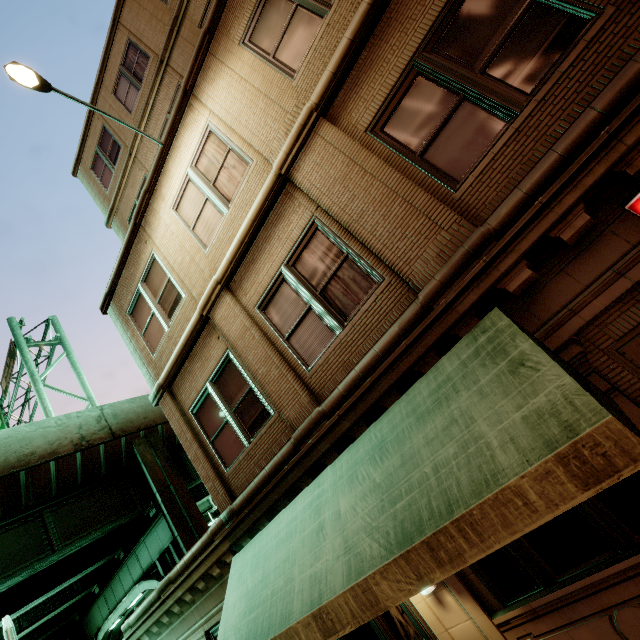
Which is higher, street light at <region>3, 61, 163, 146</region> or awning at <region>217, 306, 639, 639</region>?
street light at <region>3, 61, 163, 146</region>

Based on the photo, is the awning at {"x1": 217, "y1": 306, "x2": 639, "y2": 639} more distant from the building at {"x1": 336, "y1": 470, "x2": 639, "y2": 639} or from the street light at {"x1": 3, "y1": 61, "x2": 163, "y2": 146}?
the street light at {"x1": 3, "y1": 61, "x2": 163, "y2": 146}

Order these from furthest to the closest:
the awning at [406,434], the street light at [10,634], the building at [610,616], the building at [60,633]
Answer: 1. the building at [60,633]
2. the street light at [10,634]
3. the building at [610,616]
4. the awning at [406,434]

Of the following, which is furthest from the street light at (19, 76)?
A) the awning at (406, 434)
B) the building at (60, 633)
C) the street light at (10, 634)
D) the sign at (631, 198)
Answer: the building at (60, 633)

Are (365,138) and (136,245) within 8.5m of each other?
yes

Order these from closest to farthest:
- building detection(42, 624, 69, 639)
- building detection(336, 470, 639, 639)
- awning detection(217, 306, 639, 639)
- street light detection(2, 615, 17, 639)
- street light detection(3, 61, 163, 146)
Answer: awning detection(217, 306, 639, 639) < building detection(336, 470, 639, 639) < street light detection(3, 61, 163, 146) < street light detection(2, 615, 17, 639) < building detection(42, 624, 69, 639)

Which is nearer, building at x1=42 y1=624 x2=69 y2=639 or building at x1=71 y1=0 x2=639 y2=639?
building at x1=71 y1=0 x2=639 y2=639

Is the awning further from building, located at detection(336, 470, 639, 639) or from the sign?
the sign
